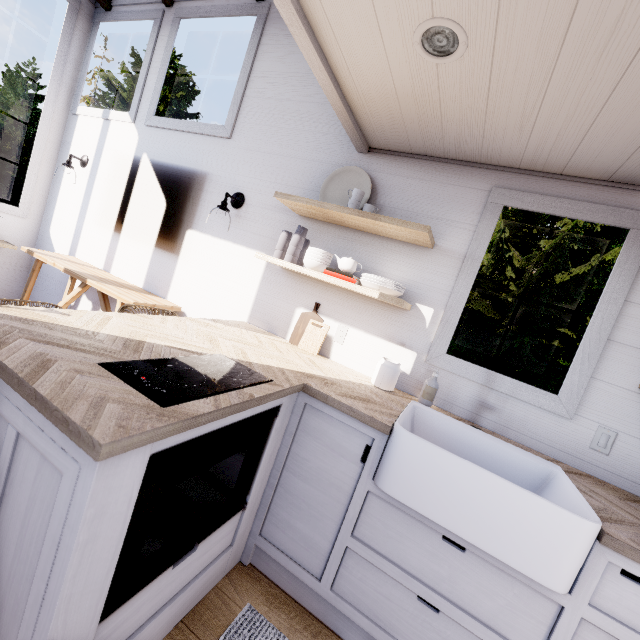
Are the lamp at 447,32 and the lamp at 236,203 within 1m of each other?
no

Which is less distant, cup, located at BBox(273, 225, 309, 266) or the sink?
the sink

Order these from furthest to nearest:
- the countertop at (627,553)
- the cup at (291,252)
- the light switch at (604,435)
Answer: the cup at (291,252) → the light switch at (604,435) → the countertop at (627,553)

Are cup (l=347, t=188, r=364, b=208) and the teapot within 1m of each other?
yes

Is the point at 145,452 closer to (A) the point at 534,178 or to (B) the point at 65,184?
(A) the point at 534,178

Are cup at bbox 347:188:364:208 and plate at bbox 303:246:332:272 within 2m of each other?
yes

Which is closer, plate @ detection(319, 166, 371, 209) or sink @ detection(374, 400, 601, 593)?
sink @ detection(374, 400, 601, 593)

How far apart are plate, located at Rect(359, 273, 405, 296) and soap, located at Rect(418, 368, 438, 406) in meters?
0.5 m
